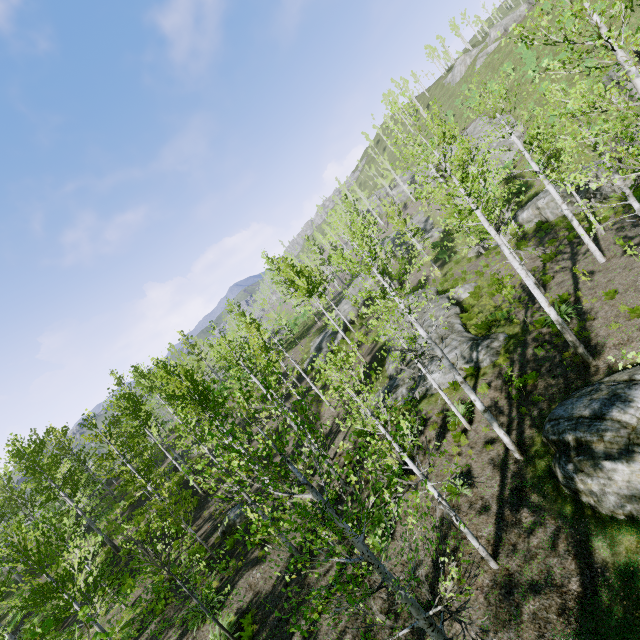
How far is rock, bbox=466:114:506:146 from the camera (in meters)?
38.89

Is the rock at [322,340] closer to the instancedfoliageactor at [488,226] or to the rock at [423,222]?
the instancedfoliageactor at [488,226]

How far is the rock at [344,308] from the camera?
37.2 meters

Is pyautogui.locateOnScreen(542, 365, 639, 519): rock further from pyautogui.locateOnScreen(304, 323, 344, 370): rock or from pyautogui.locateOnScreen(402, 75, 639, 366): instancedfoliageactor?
pyautogui.locateOnScreen(304, 323, 344, 370): rock

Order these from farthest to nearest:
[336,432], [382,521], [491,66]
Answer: [491,66], [336,432], [382,521]

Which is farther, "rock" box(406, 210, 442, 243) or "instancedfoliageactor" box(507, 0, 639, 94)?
"rock" box(406, 210, 442, 243)

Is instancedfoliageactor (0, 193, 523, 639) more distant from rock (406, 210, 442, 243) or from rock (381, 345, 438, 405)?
rock (381, 345, 438, 405)

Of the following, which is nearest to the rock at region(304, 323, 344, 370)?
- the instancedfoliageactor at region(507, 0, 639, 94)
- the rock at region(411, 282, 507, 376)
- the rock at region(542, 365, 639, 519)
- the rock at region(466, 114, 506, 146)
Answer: the instancedfoliageactor at region(507, 0, 639, 94)
